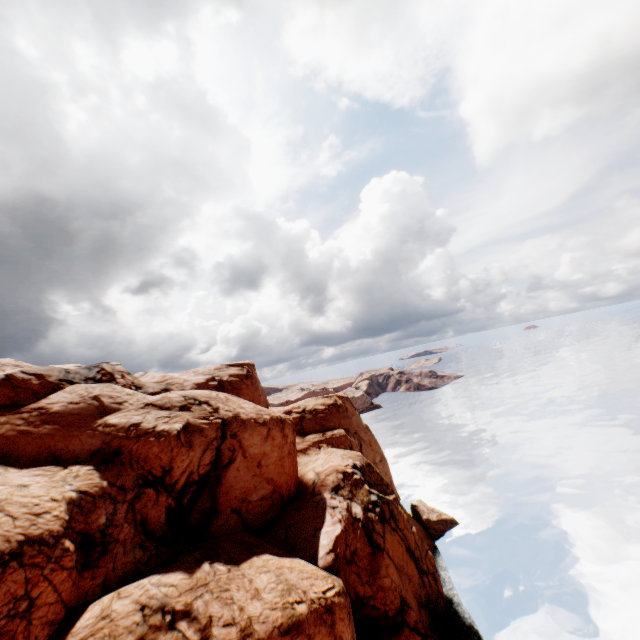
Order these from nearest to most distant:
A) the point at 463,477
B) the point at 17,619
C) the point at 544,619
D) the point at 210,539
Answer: the point at 17,619, the point at 210,539, the point at 544,619, the point at 463,477
